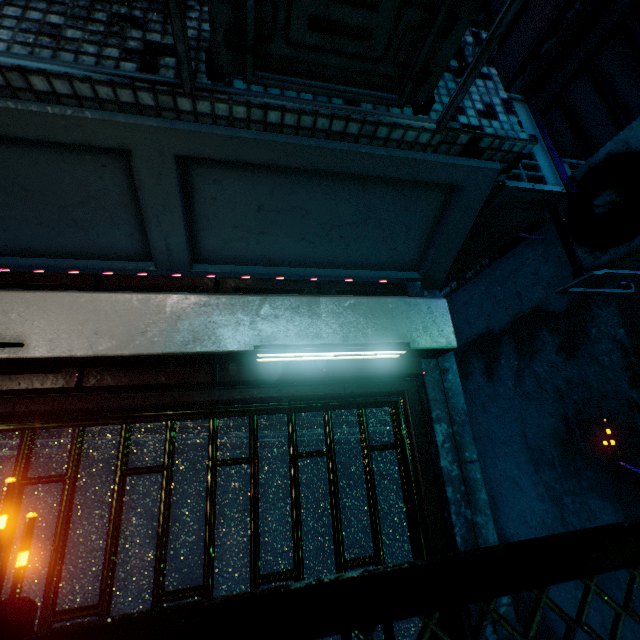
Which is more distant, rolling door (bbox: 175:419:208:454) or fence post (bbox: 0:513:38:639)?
rolling door (bbox: 175:419:208:454)

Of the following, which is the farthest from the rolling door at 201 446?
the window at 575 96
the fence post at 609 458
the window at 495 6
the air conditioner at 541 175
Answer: the window at 495 6

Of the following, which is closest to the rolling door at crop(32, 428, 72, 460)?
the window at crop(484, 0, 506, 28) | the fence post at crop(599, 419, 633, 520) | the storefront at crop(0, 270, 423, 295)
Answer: the storefront at crop(0, 270, 423, 295)

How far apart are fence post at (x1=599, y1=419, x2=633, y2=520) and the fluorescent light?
2.1m

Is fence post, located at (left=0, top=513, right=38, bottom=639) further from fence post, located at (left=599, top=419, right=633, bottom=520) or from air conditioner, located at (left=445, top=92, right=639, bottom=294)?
fence post, located at (left=599, top=419, right=633, bottom=520)

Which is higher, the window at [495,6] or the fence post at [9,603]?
the window at [495,6]

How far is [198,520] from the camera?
1.79m

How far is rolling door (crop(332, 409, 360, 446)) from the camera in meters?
1.7
